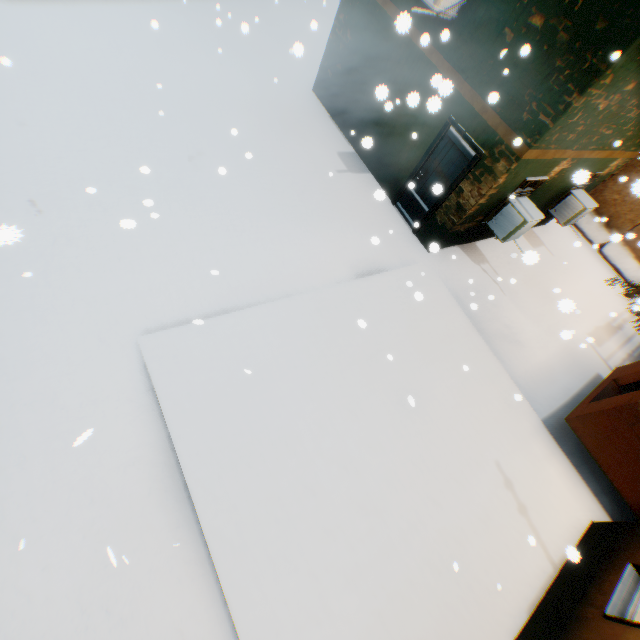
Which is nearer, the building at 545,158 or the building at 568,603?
the building at 568,603

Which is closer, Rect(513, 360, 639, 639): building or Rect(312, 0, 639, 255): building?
Rect(513, 360, 639, 639): building

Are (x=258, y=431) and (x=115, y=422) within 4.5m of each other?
yes
